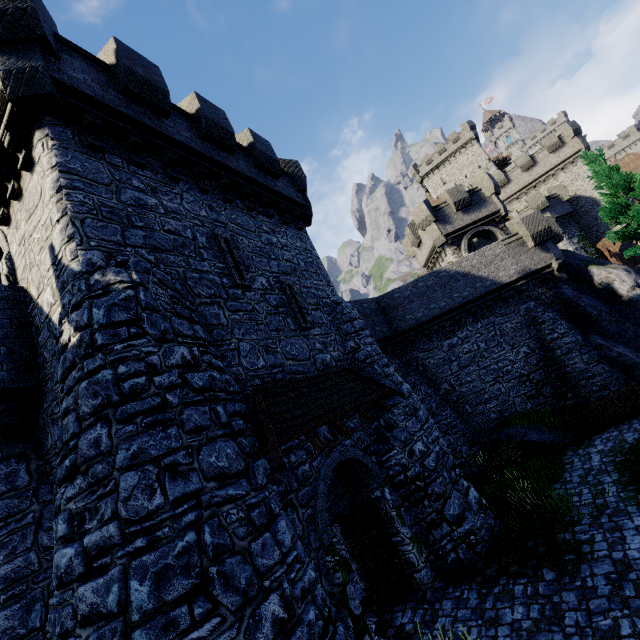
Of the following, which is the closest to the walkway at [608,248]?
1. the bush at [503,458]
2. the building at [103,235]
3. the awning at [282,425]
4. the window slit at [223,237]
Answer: the bush at [503,458]

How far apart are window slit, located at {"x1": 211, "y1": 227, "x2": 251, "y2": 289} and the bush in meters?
13.6

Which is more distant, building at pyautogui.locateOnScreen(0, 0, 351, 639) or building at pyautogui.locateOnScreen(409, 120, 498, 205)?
building at pyautogui.locateOnScreen(409, 120, 498, 205)

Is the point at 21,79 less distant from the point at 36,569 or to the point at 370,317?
the point at 36,569

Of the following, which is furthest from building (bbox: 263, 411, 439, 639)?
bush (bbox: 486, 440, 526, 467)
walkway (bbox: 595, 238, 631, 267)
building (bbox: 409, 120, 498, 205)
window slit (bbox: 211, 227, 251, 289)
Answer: building (bbox: 409, 120, 498, 205)

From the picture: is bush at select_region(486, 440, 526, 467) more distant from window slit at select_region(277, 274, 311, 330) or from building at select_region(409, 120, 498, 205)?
building at select_region(409, 120, 498, 205)

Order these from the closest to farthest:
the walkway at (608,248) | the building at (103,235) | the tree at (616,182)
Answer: the building at (103,235)
the tree at (616,182)
the walkway at (608,248)

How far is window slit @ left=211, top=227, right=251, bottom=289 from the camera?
9.1 meters
